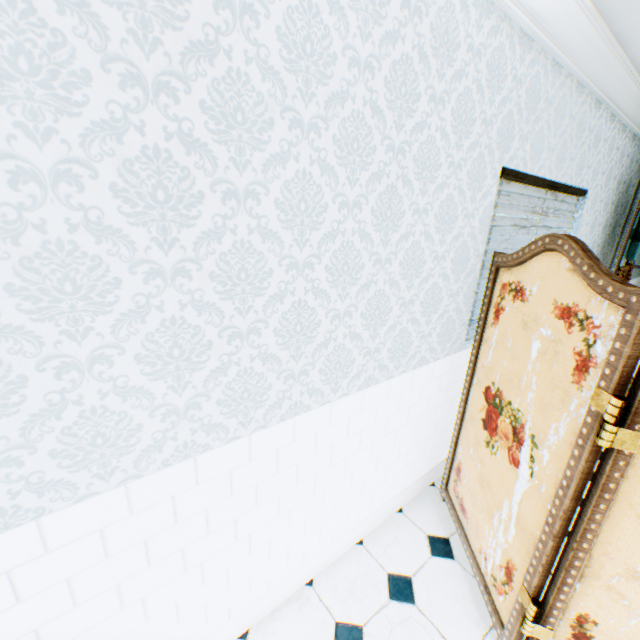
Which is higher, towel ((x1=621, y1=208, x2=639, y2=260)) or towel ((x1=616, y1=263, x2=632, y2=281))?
towel ((x1=621, y1=208, x2=639, y2=260))

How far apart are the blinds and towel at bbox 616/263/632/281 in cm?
120

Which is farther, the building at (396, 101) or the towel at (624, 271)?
the towel at (624, 271)

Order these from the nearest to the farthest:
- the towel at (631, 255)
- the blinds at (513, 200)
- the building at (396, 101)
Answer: the building at (396, 101)
the blinds at (513, 200)
the towel at (631, 255)

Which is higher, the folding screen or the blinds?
the blinds

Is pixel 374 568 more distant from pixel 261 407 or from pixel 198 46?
pixel 198 46

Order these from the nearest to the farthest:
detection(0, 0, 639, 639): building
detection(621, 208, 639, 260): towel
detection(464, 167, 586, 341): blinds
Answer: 1. detection(0, 0, 639, 639): building
2. detection(464, 167, 586, 341): blinds
3. detection(621, 208, 639, 260): towel

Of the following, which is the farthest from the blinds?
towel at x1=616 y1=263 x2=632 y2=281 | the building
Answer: towel at x1=616 y1=263 x2=632 y2=281
